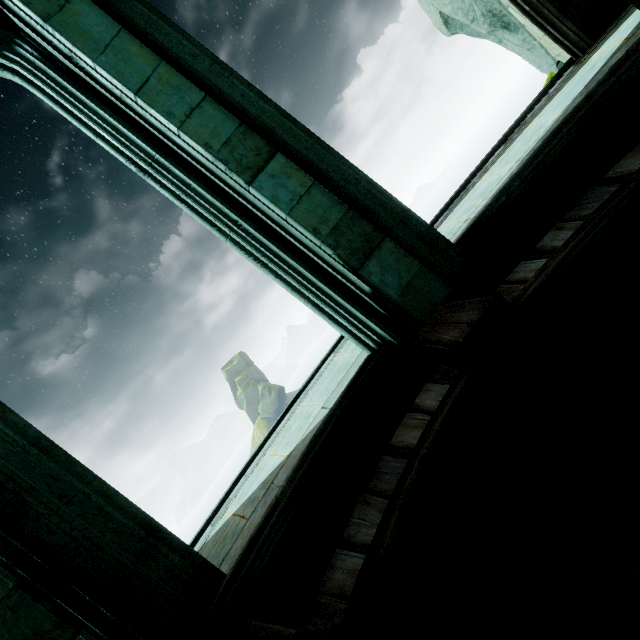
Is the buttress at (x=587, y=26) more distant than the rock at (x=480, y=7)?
No

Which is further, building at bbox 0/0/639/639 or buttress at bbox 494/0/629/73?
buttress at bbox 494/0/629/73

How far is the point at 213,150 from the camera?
2.8m

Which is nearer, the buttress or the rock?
the buttress

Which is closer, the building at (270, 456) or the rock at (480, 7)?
the building at (270, 456)

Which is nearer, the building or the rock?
the building

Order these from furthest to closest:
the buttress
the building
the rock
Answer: the rock
the buttress
the building
